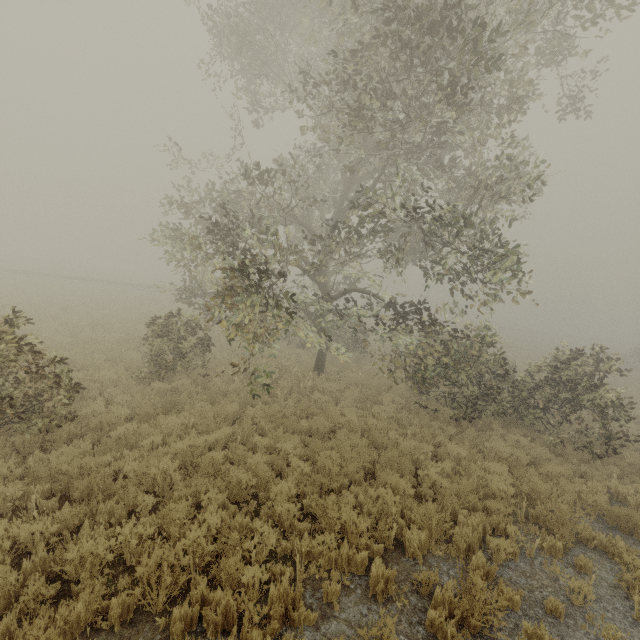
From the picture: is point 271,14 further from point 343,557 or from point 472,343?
point 343,557
